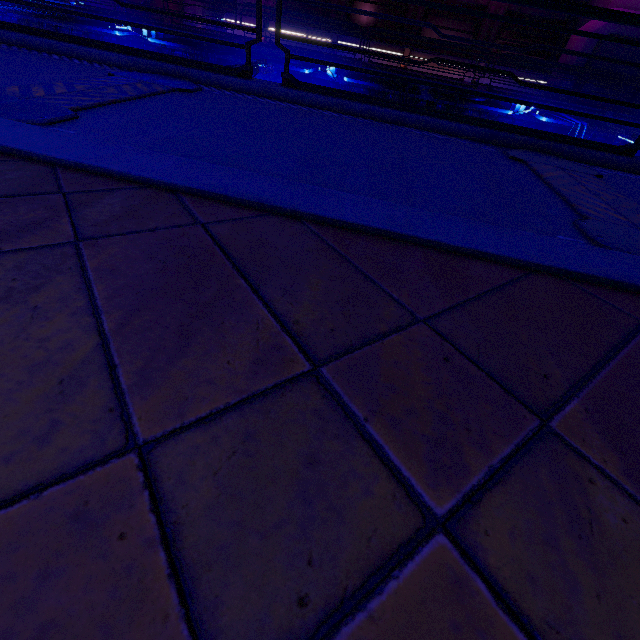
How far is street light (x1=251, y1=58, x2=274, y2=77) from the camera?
6.3 meters

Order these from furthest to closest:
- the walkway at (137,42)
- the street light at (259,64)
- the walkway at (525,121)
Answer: the walkway at (137,42) → the walkway at (525,121) → the street light at (259,64)

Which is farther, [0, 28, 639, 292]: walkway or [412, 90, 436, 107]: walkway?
[412, 90, 436, 107]: walkway

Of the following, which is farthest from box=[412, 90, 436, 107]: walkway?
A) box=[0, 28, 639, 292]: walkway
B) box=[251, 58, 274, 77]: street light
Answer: box=[0, 28, 639, 292]: walkway

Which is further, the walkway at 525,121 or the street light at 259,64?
Answer: the walkway at 525,121

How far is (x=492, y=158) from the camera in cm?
366

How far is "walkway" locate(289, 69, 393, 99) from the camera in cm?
1372
